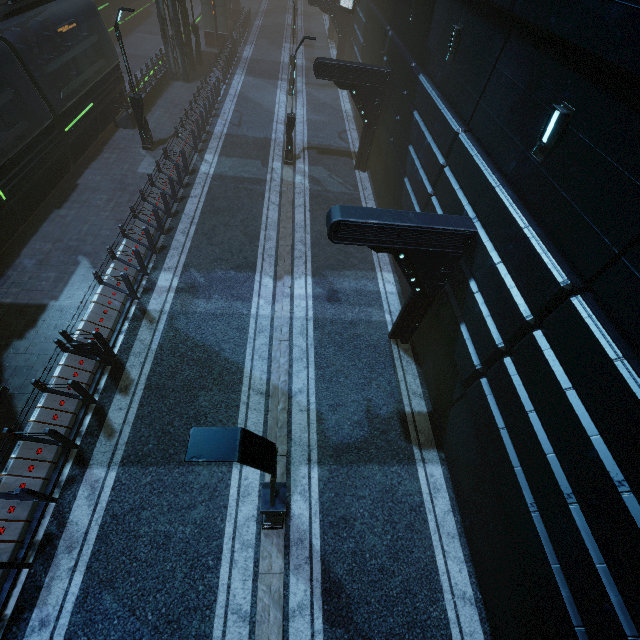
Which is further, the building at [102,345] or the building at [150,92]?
the building at [150,92]

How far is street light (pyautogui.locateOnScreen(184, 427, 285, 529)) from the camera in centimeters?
327cm

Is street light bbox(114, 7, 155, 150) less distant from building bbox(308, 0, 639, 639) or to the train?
building bbox(308, 0, 639, 639)

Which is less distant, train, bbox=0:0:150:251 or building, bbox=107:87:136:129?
train, bbox=0:0:150:251

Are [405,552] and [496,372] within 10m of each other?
yes

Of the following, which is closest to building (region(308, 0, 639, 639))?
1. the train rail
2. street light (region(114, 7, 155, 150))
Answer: the train rail

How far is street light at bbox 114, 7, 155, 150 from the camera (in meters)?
13.45

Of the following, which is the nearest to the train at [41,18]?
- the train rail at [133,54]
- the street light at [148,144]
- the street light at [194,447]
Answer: the train rail at [133,54]
